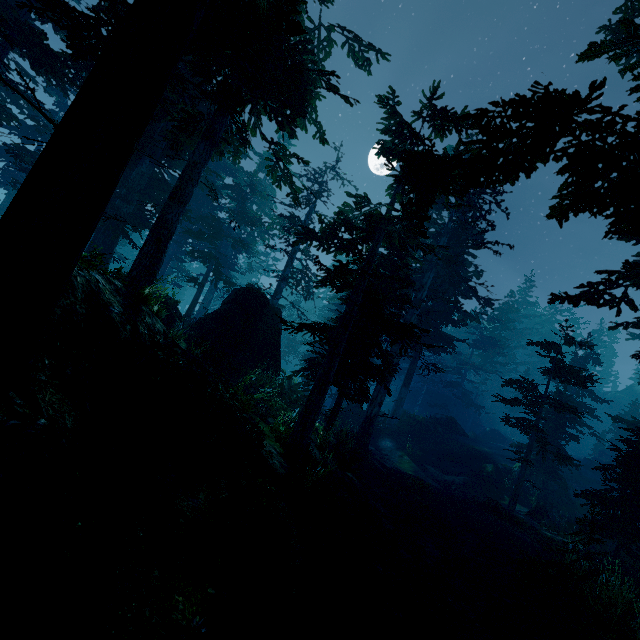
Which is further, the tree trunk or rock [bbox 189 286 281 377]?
the tree trunk

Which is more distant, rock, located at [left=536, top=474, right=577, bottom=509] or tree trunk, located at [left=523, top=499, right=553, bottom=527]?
rock, located at [left=536, top=474, right=577, bottom=509]

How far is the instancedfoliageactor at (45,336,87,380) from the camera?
3.24m

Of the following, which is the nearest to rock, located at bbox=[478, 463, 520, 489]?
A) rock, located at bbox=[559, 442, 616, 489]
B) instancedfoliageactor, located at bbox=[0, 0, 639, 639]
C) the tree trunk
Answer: instancedfoliageactor, located at bbox=[0, 0, 639, 639]

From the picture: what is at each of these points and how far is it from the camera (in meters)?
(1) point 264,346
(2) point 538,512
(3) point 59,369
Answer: (1) rock, 16.59
(2) tree trunk, 18.58
(3) instancedfoliageactor, 3.35

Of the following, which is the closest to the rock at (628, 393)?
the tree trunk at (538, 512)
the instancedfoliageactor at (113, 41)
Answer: the instancedfoliageactor at (113, 41)

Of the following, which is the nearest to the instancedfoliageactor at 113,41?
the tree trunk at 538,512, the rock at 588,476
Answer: the rock at 588,476
